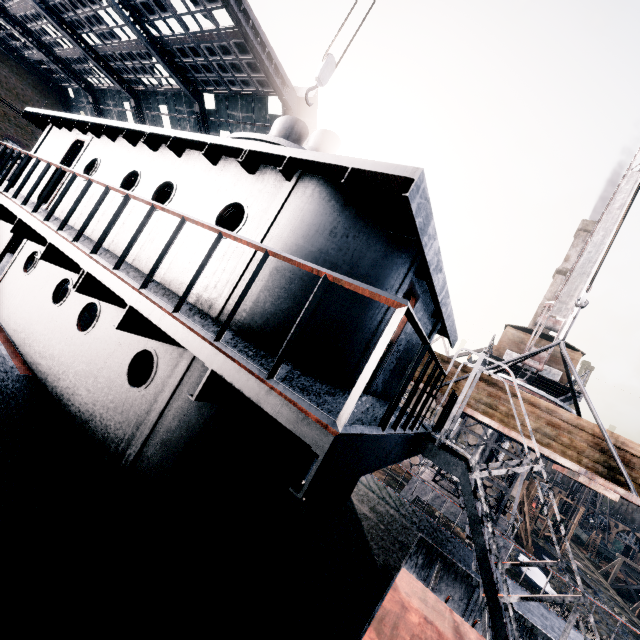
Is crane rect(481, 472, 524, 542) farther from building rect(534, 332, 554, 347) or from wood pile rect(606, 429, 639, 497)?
wood pile rect(606, 429, 639, 497)

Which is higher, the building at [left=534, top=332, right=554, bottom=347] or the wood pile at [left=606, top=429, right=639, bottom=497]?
the building at [left=534, top=332, right=554, bottom=347]

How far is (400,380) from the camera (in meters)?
9.01

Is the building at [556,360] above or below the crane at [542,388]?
above

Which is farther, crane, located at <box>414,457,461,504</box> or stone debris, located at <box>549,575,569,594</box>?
stone debris, located at <box>549,575,569,594</box>

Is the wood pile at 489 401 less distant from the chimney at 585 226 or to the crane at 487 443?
the crane at 487 443

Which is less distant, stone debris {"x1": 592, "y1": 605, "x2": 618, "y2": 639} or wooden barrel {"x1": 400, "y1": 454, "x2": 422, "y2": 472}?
stone debris {"x1": 592, "y1": 605, "x2": 618, "y2": 639}

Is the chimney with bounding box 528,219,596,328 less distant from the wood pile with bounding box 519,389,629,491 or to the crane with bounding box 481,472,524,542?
the crane with bounding box 481,472,524,542
